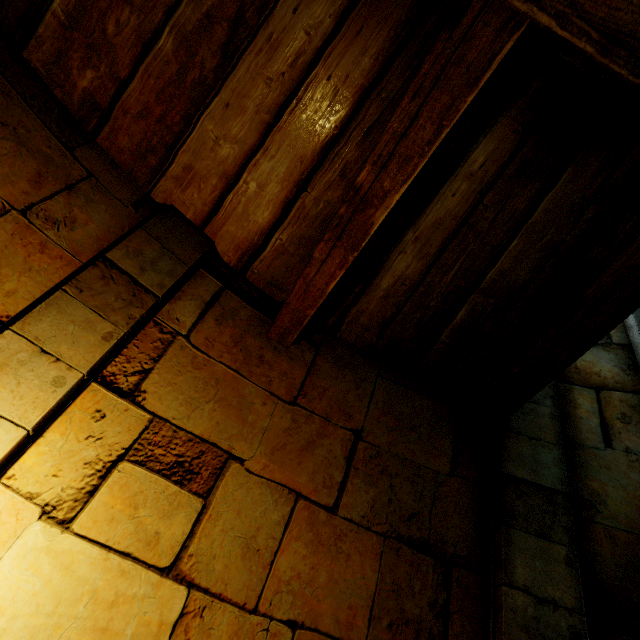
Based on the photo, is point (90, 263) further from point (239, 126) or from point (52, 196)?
point (239, 126)
